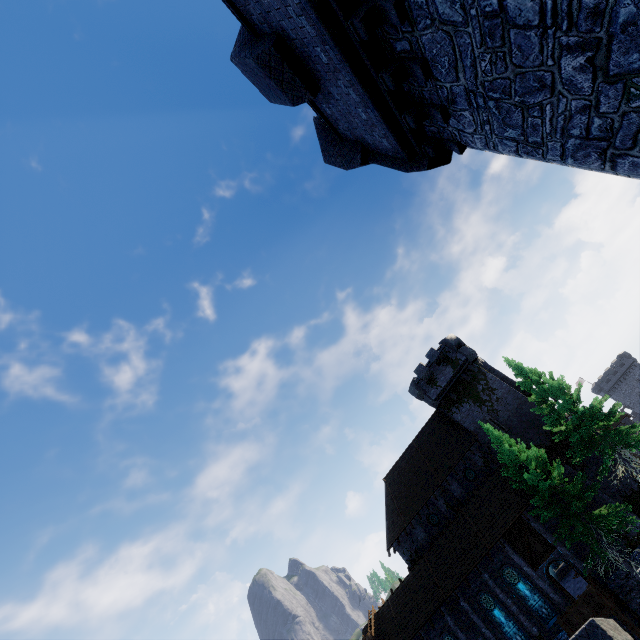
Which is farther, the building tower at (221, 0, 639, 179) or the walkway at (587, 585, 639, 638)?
the walkway at (587, 585, 639, 638)

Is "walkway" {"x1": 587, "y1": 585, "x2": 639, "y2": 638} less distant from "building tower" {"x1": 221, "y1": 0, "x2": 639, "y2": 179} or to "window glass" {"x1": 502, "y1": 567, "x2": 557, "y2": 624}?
"window glass" {"x1": 502, "y1": 567, "x2": 557, "y2": 624}

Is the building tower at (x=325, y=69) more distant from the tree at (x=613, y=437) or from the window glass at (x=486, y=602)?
the window glass at (x=486, y=602)

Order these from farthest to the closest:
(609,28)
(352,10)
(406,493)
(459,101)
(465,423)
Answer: (406,493) < (465,423) < (459,101) < (352,10) < (609,28)

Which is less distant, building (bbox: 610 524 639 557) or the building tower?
Result: the building tower

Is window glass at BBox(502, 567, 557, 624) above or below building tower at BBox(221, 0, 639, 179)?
below

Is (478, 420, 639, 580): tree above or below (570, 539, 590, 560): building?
above

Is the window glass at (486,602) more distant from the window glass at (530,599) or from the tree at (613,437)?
the tree at (613,437)
